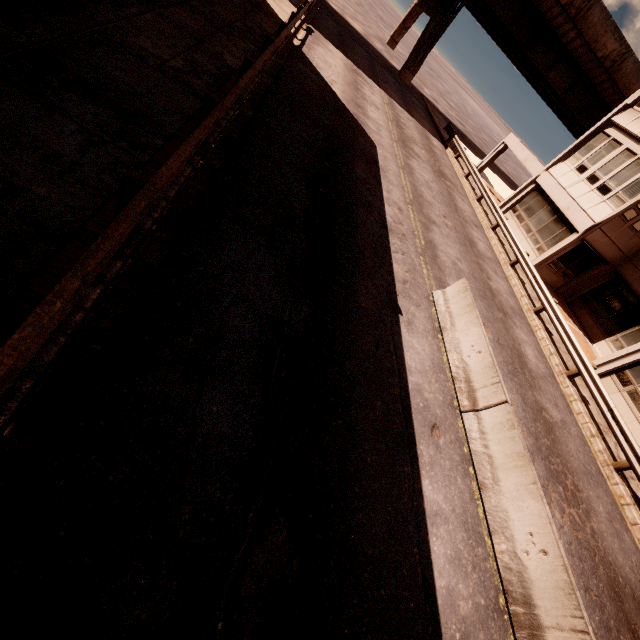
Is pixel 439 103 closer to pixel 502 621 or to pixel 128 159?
pixel 128 159

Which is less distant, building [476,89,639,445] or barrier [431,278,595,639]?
barrier [431,278,595,639]

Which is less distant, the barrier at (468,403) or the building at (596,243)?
the barrier at (468,403)
